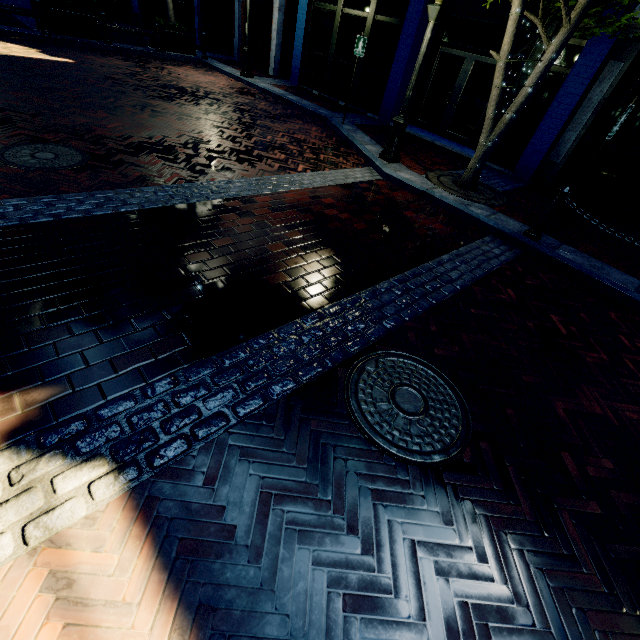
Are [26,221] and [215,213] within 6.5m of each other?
yes

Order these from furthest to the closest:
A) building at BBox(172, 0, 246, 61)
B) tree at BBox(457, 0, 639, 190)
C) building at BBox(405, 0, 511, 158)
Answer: building at BBox(172, 0, 246, 61)
building at BBox(405, 0, 511, 158)
tree at BBox(457, 0, 639, 190)

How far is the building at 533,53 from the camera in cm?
764

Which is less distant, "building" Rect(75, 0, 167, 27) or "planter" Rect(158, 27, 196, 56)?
"planter" Rect(158, 27, 196, 56)

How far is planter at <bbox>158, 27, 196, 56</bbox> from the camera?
12.6m

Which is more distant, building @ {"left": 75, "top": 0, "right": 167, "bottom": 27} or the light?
building @ {"left": 75, "top": 0, "right": 167, "bottom": 27}

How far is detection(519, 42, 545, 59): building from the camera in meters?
7.6
